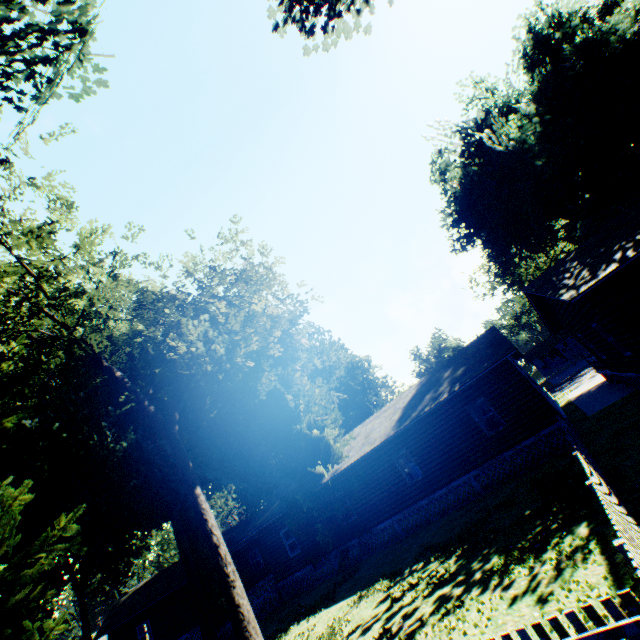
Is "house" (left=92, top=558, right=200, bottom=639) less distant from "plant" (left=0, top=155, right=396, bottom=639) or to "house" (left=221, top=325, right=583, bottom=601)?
"plant" (left=0, top=155, right=396, bottom=639)

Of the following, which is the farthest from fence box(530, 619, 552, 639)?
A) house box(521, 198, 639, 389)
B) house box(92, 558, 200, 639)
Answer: house box(92, 558, 200, 639)

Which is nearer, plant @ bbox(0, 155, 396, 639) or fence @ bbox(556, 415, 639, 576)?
fence @ bbox(556, 415, 639, 576)

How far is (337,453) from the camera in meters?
19.5 m

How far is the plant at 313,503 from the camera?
18.06m

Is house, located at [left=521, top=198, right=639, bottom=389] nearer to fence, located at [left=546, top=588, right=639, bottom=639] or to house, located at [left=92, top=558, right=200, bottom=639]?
fence, located at [left=546, top=588, right=639, bottom=639]

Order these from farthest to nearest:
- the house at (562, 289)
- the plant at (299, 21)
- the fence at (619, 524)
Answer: the plant at (299, 21) < the house at (562, 289) < the fence at (619, 524)

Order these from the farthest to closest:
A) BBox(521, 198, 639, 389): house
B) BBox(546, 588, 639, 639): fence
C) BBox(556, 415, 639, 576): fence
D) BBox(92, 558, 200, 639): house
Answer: BBox(92, 558, 200, 639): house, BBox(521, 198, 639, 389): house, BBox(556, 415, 639, 576): fence, BBox(546, 588, 639, 639): fence
